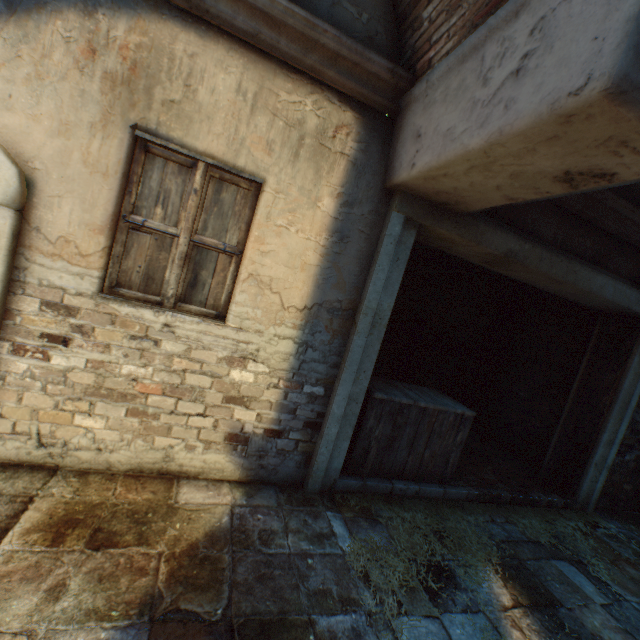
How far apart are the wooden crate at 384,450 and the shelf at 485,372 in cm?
145

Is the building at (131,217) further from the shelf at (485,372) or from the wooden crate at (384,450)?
the shelf at (485,372)

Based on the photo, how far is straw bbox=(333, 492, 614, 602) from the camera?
2.7 meters

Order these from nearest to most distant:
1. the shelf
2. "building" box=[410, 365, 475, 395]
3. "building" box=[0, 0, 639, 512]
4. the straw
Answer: "building" box=[0, 0, 639, 512] → the straw → the shelf → "building" box=[410, 365, 475, 395]

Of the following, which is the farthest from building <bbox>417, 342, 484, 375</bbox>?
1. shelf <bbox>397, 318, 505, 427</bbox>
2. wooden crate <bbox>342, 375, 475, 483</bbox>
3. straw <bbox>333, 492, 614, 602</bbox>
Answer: shelf <bbox>397, 318, 505, 427</bbox>

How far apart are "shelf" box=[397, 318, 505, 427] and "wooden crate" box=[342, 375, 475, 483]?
1.4 meters

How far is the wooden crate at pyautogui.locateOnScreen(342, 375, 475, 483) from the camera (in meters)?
3.59

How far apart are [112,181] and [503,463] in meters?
6.5
